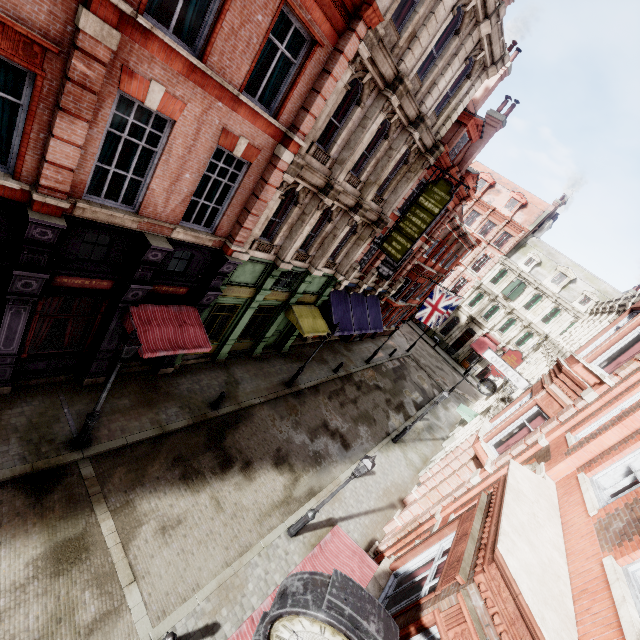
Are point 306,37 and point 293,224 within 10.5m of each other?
yes

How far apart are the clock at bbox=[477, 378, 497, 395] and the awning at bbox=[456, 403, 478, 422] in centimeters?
405cm

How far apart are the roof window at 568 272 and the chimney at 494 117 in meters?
25.4 m

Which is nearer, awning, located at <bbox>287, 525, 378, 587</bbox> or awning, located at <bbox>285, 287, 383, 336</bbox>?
awning, located at <bbox>287, 525, 378, 587</bbox>

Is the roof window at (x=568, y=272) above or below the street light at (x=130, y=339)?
above

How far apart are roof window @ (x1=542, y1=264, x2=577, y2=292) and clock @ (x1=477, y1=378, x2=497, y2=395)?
28.1 meters

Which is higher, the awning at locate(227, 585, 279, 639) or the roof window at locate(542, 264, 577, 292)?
the roof window at locate(542, 264, 577, 292)

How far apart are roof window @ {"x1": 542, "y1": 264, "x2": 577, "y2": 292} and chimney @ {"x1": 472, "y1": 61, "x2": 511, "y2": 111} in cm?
2628
